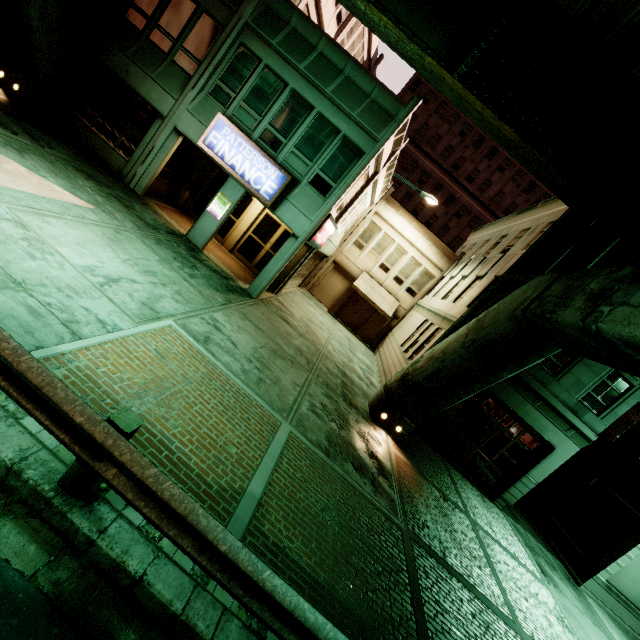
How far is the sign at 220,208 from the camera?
12.6m

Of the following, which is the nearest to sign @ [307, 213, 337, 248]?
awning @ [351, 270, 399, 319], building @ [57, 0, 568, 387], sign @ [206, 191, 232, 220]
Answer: building @ [57, 0, 568, 387]

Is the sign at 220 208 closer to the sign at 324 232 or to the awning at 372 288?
the sign at 324 232

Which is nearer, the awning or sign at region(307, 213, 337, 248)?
sign at region(307, 213, 337, 248)

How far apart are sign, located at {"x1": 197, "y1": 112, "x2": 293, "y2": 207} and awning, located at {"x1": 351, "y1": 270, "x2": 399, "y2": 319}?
11.46m

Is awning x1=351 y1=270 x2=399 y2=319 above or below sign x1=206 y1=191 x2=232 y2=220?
above

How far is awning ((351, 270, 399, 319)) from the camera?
22.2m

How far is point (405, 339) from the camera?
18.9 meters
